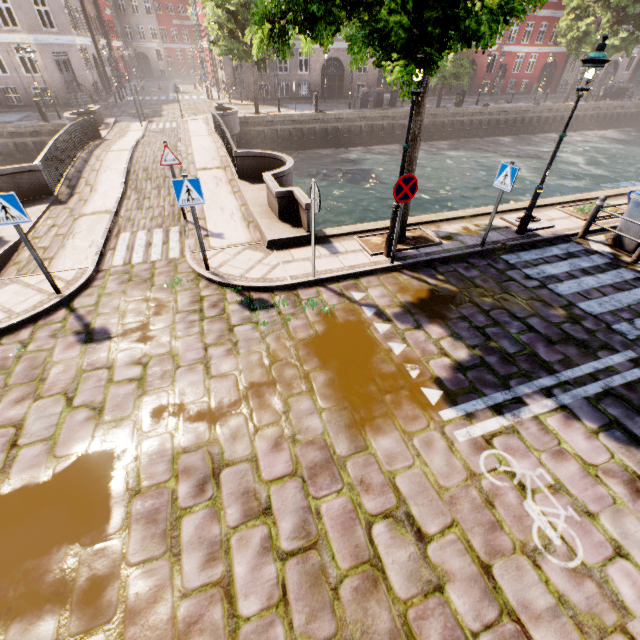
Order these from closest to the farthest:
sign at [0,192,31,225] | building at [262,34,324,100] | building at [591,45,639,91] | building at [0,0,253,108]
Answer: sign at [0,192,31,225] < building at [0,0,253,108] < building at [262,34,324,100] < building at [591,45,639,91]

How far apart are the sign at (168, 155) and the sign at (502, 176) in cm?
759

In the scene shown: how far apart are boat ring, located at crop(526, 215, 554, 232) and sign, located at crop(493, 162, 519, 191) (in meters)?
2.39

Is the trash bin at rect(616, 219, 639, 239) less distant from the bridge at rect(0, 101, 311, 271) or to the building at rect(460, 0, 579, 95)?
the bridge at rect(0, 101, 311, 271)

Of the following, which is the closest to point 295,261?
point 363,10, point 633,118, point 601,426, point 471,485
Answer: point 363,10

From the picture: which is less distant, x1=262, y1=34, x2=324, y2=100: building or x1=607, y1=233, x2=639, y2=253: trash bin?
x1=607, y1=233, x2=639, y2=253: trash bin

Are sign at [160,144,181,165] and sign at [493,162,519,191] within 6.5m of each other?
no

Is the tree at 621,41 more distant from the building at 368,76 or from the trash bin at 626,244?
the trash bin at 626,244
